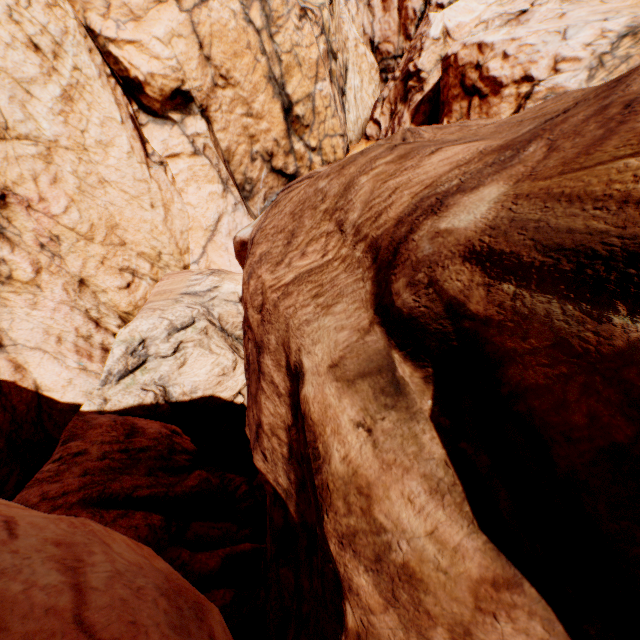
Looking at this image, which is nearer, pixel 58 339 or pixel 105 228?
pixel 58 339
